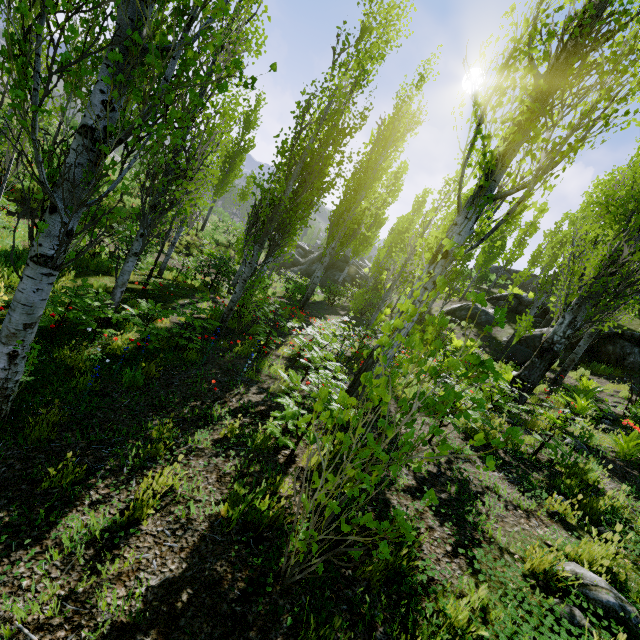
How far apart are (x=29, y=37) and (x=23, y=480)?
3.5 meters

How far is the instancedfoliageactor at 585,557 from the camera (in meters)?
2.80

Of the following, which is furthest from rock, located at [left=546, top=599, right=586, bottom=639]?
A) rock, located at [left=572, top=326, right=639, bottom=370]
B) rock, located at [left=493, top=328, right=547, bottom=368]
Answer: rock, located at [left=493, top=328, right=547, bottom=368]

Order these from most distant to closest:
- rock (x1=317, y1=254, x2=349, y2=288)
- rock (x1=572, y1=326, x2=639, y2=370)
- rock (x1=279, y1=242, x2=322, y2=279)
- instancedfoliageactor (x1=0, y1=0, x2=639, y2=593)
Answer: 1. rock (x1=279, y1=242, x2=322, y2=279)
2. rock (x1=317, y1=254, x2=349, y2=288)
3. rock (x1=572, y1=326, x2=639, y2=370)
4. instancedfoliageactor (x1=0, y1=0, x2=639, y2=593)

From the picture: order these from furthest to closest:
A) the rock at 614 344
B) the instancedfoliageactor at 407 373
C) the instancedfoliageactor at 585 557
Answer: the rock at 614 344 → the instancedfoliageactor at 585 557 → the instancedfoliageactor at 407 373

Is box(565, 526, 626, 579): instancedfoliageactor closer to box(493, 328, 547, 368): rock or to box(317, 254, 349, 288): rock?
box(493, 328, 547, 368): rock

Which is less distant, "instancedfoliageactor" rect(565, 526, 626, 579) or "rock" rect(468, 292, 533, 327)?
"instancedfoliageactor" rect(565, 526, 626, 579)

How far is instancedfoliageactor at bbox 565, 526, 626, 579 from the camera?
2.80m
